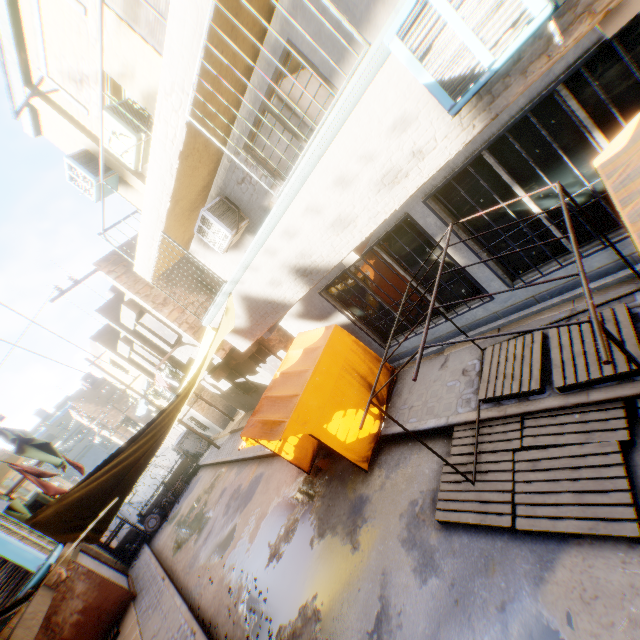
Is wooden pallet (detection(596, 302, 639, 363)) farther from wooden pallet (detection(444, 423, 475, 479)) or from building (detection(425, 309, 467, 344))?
building (detection(425, 309, 467, 344))

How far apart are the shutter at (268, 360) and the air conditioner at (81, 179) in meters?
6.9

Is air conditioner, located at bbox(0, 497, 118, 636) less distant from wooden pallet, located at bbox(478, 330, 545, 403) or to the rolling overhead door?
wooden pallet, located at bbox(478, 330, 545, 403)

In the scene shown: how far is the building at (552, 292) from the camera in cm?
549

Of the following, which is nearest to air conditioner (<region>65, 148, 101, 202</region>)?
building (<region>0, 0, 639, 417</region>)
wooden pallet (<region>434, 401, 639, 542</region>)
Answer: building (<region>0, 0, 639, 417</region>)

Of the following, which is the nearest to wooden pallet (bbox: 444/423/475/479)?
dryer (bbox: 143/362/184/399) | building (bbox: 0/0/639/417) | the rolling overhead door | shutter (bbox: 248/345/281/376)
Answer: building (bbox: 0/0/639/417)

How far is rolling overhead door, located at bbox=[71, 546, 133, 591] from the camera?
13.6 meters

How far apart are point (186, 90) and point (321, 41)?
2.0m
